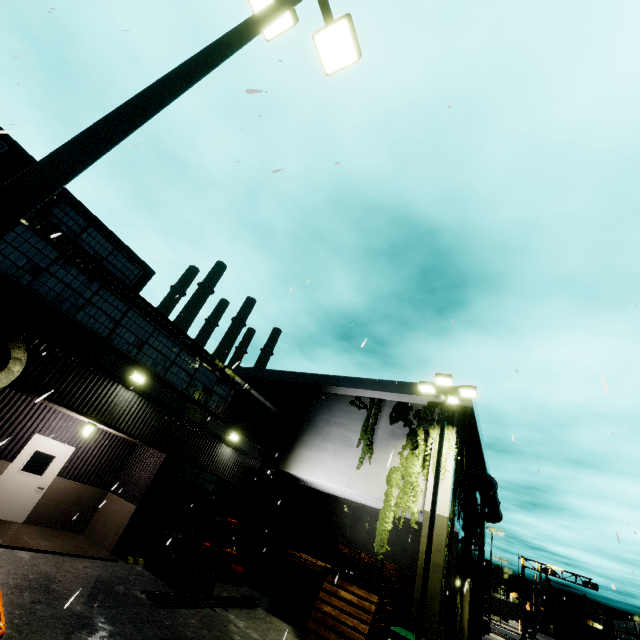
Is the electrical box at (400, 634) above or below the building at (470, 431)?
below

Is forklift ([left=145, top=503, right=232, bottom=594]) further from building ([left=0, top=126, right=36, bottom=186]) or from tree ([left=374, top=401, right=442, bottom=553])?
tree ([left=374, top=401, right=442, bottom=553])

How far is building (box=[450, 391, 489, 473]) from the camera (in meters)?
15.40

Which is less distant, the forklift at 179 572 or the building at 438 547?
the forklift at 179 572

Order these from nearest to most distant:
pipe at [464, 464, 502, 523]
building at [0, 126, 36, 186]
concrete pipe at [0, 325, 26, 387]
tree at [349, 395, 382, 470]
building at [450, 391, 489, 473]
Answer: concrete pipe at [0, 325, 26, 387]
building at [0, 126, 36, 186]
building at [450, 391, 489, 473]
tree at [349, 395, 382, 470]
pipe at [464, 464, 502, 523]

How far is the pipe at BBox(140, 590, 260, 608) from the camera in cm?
862

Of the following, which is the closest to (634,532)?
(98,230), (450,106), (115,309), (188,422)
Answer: (450,106)

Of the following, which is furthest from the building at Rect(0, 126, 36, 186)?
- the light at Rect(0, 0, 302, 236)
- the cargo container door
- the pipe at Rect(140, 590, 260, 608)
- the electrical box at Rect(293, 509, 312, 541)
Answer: the cargo container door
